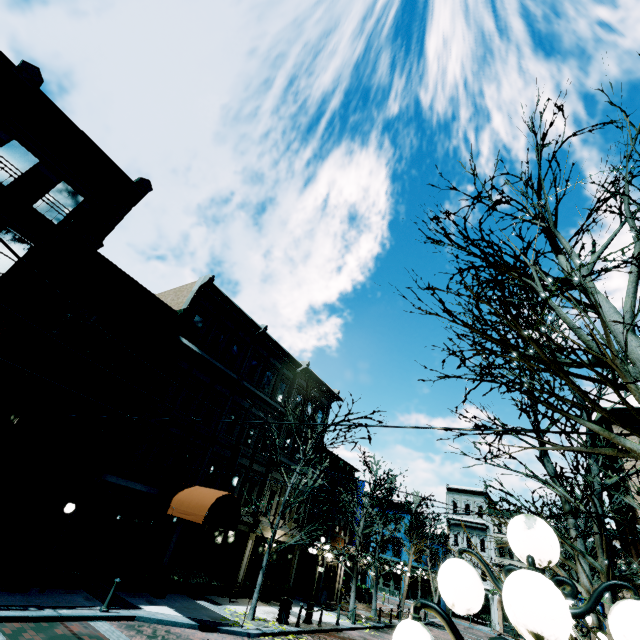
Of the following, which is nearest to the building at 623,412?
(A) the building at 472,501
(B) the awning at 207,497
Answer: (B) the awning at 207,497

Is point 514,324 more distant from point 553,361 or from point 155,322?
point 155,322

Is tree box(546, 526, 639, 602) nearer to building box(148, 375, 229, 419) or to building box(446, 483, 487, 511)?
building box(148, 375, 229, 419)

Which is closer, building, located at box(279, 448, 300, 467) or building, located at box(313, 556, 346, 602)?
building, located at box(279, 448, 300, 467)

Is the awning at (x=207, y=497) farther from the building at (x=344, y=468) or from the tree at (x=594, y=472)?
the tree at (x=594, y=472)

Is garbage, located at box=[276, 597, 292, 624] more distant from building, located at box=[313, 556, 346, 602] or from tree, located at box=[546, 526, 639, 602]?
tree, located at box=[546, 526, 639, 602]

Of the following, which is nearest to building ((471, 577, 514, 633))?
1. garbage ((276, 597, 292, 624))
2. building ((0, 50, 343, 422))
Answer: building ((0, 50, 343, 422))

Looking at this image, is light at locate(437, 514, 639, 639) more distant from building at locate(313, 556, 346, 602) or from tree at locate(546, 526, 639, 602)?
building at locate(313, 556, 346, 602)
